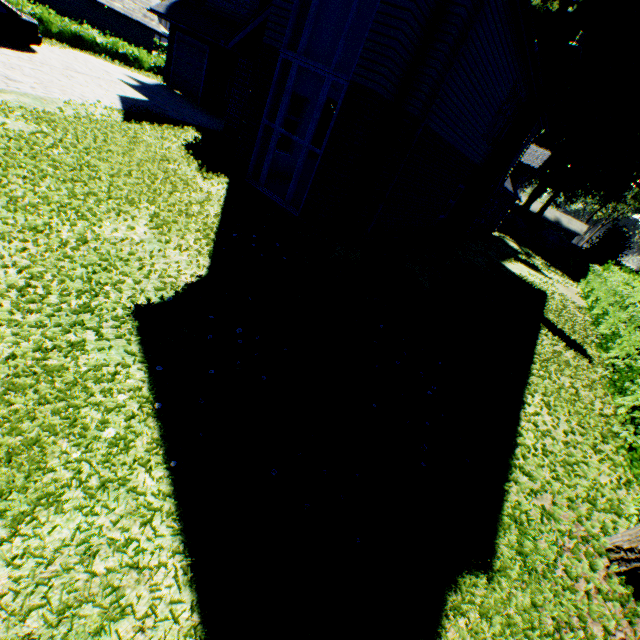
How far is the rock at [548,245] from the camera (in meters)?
36.69

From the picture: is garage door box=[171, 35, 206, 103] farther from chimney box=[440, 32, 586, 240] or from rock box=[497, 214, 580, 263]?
rock box=[497, 214, 580, 263]

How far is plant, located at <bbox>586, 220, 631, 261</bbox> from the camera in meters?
32.7

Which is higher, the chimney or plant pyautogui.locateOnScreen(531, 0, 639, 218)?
plant pyautogui.locateOnScreen(531, 0, 639, 218)

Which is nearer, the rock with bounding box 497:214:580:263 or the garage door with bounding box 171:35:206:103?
the garage door with bounding box 171:35:206:103

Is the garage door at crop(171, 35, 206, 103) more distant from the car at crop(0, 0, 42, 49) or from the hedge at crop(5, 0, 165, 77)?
the hedge at crop(5, 0, 165, 77)

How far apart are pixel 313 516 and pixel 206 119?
19.17m

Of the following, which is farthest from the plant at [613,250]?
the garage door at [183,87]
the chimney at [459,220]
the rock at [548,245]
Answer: the garage door at [183,87]
